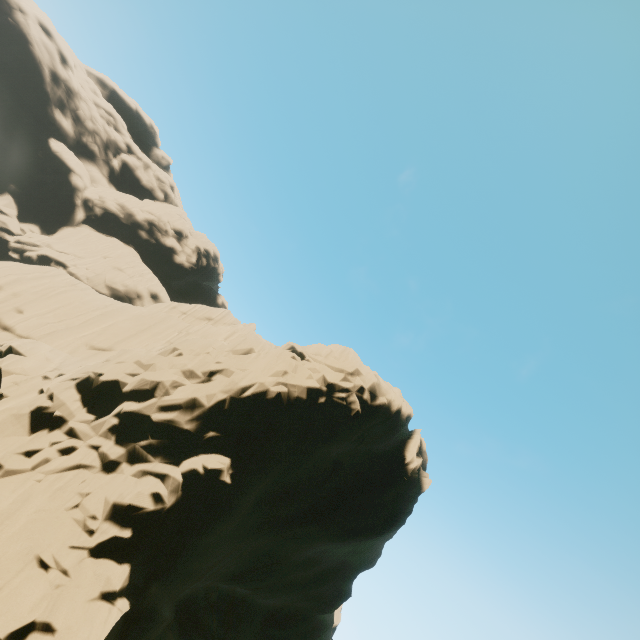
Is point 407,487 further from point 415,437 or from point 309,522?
point 309,522
